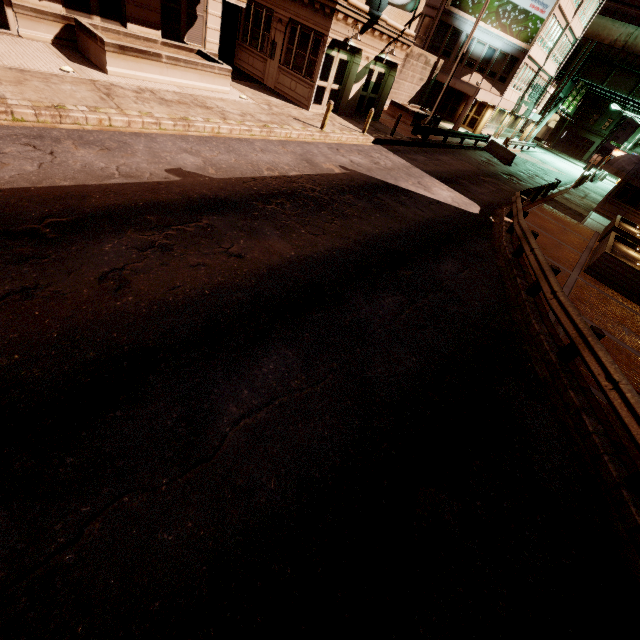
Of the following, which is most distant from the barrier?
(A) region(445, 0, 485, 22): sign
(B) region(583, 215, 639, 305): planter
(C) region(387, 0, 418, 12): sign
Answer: (C) region(387, 0, 418, 12): sign

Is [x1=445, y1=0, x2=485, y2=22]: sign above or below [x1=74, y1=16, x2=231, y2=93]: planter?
above

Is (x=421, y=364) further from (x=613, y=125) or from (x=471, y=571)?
(x=613, y=125)

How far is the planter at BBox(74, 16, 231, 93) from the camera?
11.2 meters

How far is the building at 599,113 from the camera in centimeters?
5769cm

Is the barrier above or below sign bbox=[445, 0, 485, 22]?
below

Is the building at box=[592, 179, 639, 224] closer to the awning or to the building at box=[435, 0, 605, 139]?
the awning

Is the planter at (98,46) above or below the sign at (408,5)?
below
